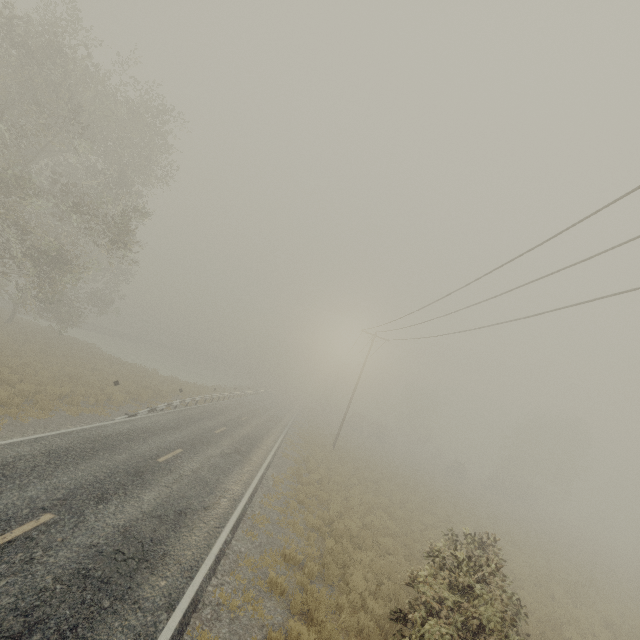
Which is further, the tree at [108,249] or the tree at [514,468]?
the tree at [514,468]

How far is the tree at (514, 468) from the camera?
44.6m

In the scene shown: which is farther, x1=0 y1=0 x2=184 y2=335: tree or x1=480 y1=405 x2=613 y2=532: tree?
x1=480 y1=405 x2=613 y2=532: tree

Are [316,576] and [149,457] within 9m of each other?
yes

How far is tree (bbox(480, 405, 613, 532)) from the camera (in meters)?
44.56
